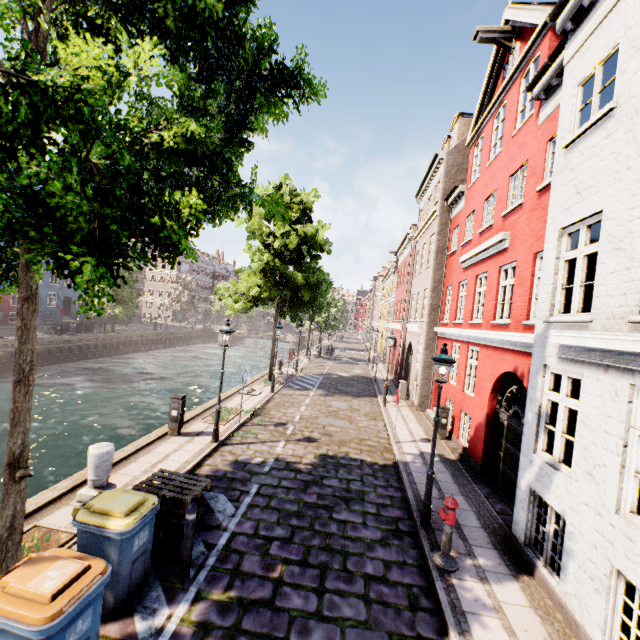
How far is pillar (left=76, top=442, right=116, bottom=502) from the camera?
6.5 meters

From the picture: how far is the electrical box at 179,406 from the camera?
10.2m

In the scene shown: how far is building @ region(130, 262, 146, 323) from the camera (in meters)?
50.72

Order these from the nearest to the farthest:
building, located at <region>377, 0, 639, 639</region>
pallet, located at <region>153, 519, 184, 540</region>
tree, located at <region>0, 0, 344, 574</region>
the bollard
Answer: tree, located at <region>0, 0, 344, 574</region> < building, located at <region>377, 0, 639, 639</region> < the bollard < pallet, located at <region>153, 519, 184, 540</region>

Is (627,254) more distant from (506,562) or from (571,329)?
(506,562)

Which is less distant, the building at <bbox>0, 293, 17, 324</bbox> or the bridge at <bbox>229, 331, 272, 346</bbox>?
the building at <bbox>0, 293, 17, 324</bbox>

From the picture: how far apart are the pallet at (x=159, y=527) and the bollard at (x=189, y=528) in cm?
69

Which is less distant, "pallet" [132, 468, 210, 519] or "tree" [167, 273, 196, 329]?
"pallet" [132, 468, 210, 519]
